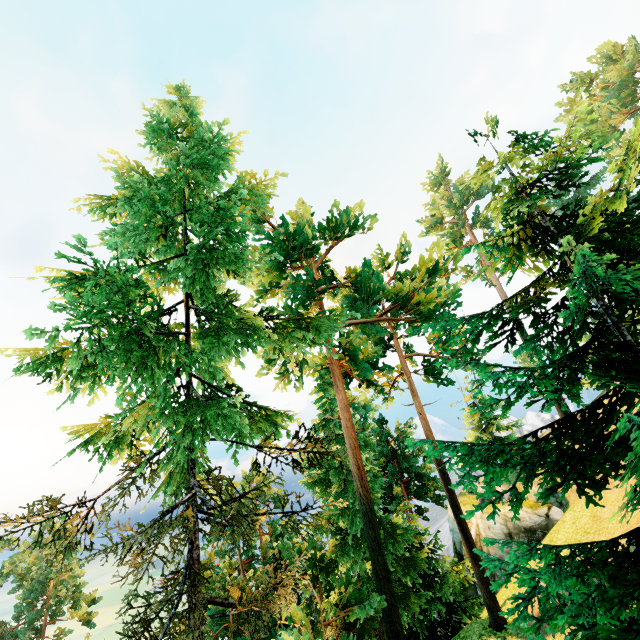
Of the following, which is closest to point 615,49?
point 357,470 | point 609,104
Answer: point 609,104
